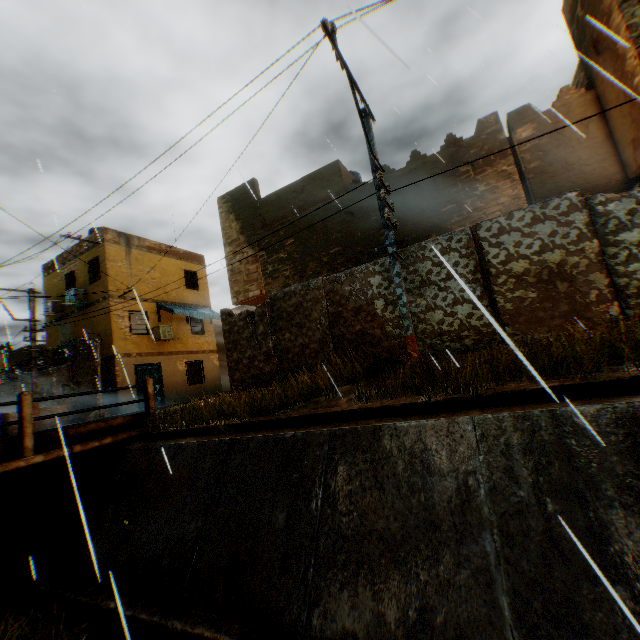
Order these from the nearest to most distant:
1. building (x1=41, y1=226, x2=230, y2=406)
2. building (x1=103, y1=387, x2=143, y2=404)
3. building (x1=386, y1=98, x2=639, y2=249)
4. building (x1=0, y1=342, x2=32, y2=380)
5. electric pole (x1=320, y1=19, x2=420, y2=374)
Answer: electric pole (x1=320, y1=19, x2=420, y2=374)
building (x1=386, y1=98, x2=639, y2=249)
building (x1=103, y1=387, x2=143, y2=404)
building (x1=41, y1=226, x2=230, y2=406)
building (x1=0, y1=342, x2=32, y2=380)

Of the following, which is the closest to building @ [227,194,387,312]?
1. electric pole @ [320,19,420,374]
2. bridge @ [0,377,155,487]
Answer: electric pole @ [320,19,420,374]

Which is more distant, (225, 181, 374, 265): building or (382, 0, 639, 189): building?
(225, 181, 374, 265): building

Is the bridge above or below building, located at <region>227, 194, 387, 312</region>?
below

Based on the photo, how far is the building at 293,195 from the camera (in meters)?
11.60

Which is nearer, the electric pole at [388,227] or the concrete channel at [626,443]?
the concrete channel at [626,443]

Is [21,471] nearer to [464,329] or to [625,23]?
[464,329]
